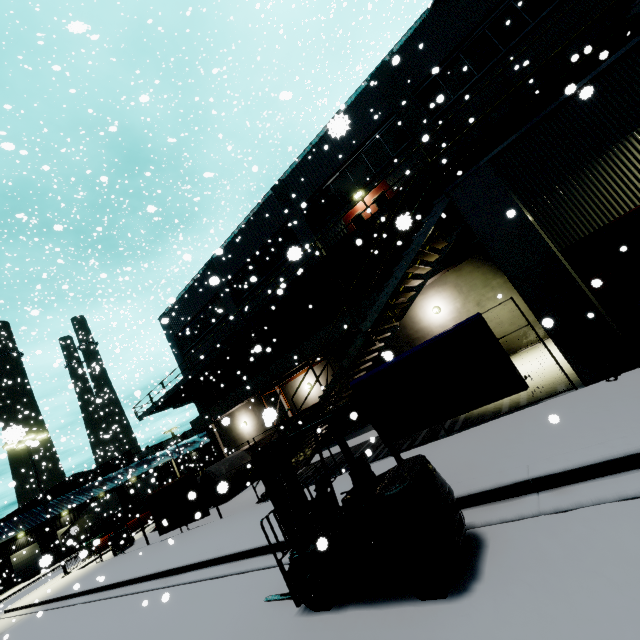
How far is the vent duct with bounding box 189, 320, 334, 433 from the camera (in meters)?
18.06

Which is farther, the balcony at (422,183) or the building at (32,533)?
the building at (32,533)

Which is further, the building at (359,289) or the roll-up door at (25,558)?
the roll-up door at (25,558)

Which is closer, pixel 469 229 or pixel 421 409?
pixel 421 409

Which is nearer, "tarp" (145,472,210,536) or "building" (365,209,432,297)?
"tarp" (145,472,210,536)

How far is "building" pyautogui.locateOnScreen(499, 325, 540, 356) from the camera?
13.60m

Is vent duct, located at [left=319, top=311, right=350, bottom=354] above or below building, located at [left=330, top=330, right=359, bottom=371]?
above
